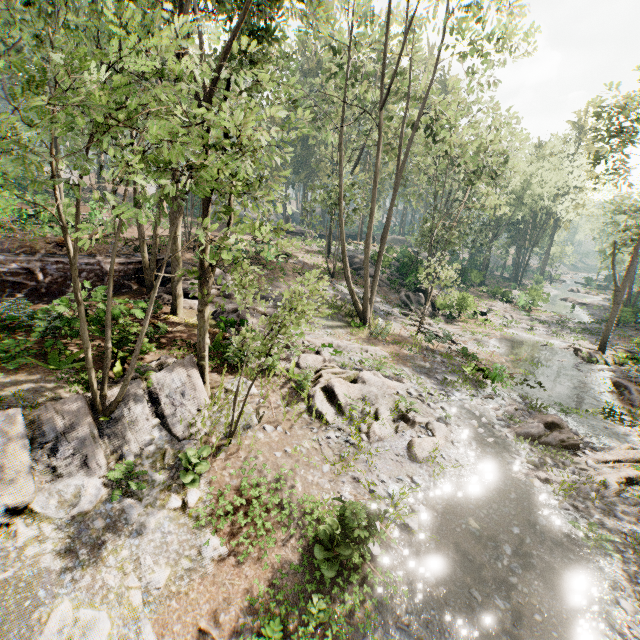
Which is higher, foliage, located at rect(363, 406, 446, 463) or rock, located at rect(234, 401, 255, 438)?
rock, located at rect(234, 401, 255, 438)

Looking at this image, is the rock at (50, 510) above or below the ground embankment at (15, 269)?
below

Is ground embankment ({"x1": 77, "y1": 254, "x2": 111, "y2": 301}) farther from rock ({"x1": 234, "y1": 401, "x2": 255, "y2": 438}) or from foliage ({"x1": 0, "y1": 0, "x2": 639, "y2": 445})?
rock ({"x1": 234, "y1": 401, "x2": 255, "y2": 438})

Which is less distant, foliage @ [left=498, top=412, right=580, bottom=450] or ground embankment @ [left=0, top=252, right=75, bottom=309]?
foliage @ [left=498, top=412, right=580, bottom=450]

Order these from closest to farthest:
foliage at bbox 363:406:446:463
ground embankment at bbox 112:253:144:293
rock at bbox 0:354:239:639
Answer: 1. rock at bbox 0:354:239:639
2. foliage at bbox 363:406:446:463
3. ground embankment at bbox 112:253:144:293

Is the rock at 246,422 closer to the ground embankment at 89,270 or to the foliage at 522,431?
the foliage at 522,431

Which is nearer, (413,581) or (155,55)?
(155,55)
